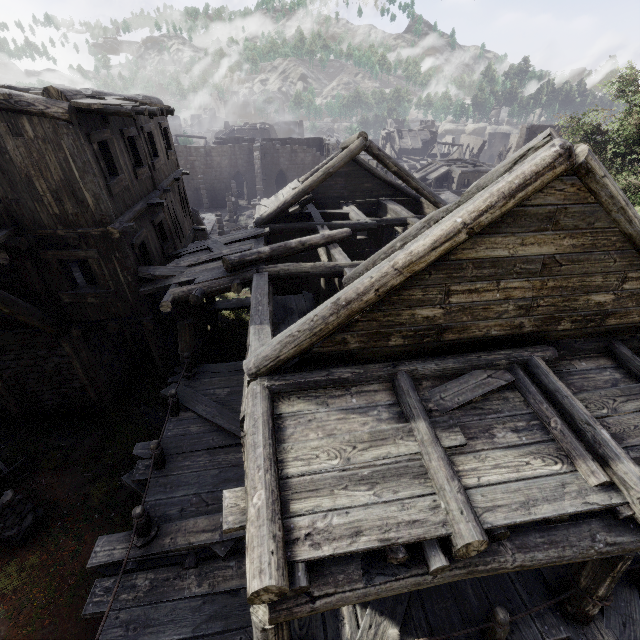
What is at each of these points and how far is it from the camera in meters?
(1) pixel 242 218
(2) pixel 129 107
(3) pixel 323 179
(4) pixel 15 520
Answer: (1) rubble, 34.3 m
(2) wooden plank rubble, 7.5 m
(3) building, 12.2 m
(4) wooden lamp post, 7.2 m

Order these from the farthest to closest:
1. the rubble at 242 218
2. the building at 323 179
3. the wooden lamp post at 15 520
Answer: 1. the rubble at 242 218
2. the wooden lamp post at 15 520
3. the building at 323 179

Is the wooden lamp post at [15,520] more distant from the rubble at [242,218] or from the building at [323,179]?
the rubble at [242,218]

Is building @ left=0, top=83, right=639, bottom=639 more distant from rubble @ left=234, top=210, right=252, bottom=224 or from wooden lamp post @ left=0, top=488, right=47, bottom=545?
wooden lamp post @ left=0, top=488, right=47, bottom=545

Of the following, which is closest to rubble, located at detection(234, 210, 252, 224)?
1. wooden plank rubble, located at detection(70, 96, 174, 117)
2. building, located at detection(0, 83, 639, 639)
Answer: building, located at detection(0, 83, 639, 639)

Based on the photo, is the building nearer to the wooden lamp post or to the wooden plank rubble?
the wooden plank rubble

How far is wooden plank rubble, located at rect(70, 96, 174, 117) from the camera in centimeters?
706cm
